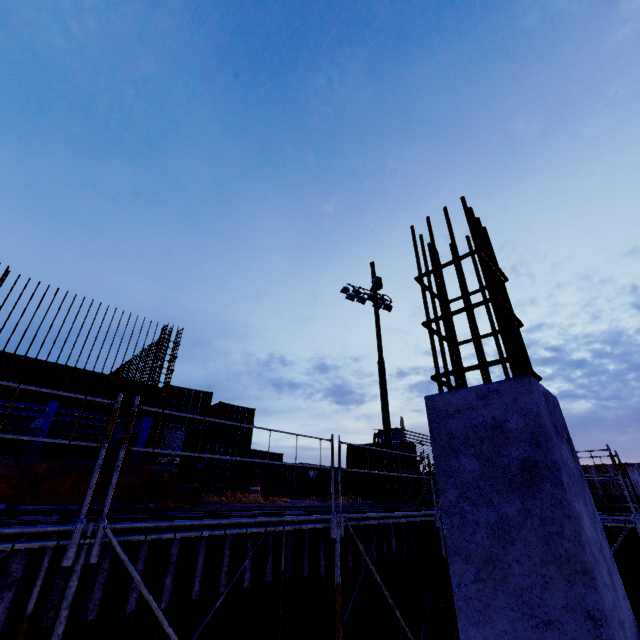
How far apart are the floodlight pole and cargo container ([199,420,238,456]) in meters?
8.1 m

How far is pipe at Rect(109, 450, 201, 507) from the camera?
6.10m

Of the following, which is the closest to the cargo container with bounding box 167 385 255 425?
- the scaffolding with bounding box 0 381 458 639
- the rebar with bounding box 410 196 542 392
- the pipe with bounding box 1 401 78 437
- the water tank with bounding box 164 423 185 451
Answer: the water tank with bounding box 164 423 185 451

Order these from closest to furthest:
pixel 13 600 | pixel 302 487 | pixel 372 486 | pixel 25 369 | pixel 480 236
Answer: pixel 480 236, pixel 13 600, pixel 25 369, pixel 372 486, pixel 302 487

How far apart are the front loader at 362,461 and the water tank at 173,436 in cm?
791

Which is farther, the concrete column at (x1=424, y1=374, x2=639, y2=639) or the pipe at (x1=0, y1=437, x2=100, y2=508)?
the pipe at (x1=0, y1=437, x2=100, y2=508)

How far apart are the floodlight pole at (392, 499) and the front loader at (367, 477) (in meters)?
3.78

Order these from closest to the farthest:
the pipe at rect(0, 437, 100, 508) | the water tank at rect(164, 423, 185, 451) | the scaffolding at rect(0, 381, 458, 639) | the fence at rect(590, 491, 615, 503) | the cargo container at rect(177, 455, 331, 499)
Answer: the scaffolding at rect(0, 381, 458, 639)
the pipe at rect(0, 437, 100, 508)
the water tank at rect(164, 423, 185, 451)
the cargo container at rect(177, 455, 331, 499)
the fence at rect(590, 491, 615, 503)
